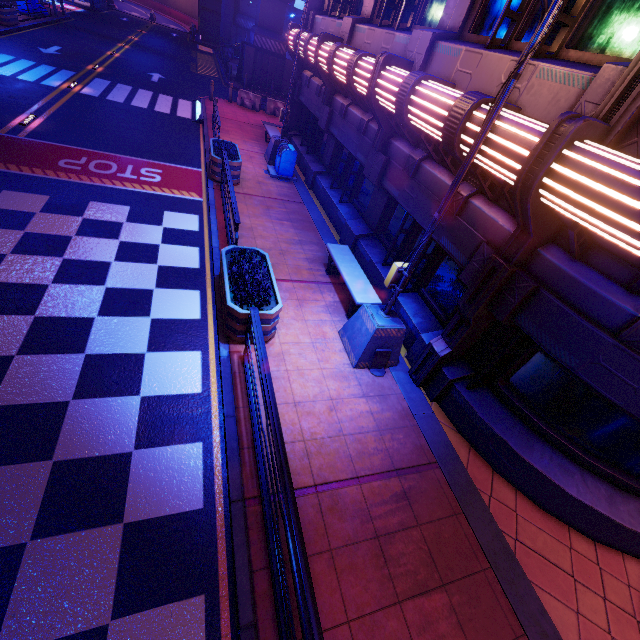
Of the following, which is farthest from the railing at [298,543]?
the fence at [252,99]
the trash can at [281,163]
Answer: the fence at [252,99]

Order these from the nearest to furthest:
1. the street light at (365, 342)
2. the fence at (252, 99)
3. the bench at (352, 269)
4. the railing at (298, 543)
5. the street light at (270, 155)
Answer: the railing at (298, 543) → the street light at (365, 342) → the bench at (352, 269) → the street light at (270, 155) → the fence at (252, 99)

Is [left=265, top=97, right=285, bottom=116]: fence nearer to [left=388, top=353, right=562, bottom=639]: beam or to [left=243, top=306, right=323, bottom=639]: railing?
[left=388, top=353, right=562, bottom=639]: beam

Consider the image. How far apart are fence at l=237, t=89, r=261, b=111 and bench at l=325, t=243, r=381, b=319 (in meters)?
17.86

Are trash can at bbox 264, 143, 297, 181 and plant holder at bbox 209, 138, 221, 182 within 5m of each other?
yes

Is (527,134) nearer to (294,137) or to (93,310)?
(93,310)

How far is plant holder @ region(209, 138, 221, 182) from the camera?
10.9m

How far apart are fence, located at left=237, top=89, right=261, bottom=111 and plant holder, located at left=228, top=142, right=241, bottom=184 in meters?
11.2
